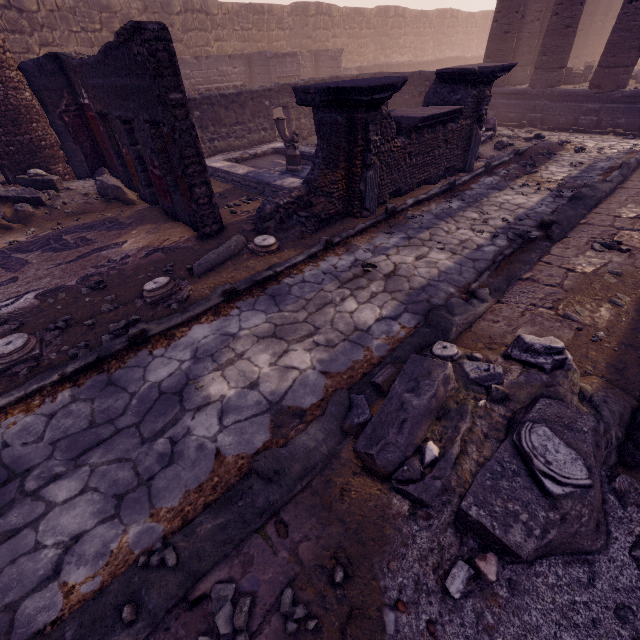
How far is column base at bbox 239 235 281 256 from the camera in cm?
521

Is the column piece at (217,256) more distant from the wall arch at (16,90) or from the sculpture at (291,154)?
the wall arch at (16,90)

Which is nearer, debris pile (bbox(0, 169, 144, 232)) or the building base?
debris pile (bbox(0, 169, 144, 232))

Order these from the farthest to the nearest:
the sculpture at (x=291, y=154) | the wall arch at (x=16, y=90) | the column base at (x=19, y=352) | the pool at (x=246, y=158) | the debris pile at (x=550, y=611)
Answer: the sculpture at (x=291, y=154) < the pool at (x=246, y=158) < the wall arch at (x=16, y=90) < the column base at (x=19, y=352) < the debris pile at (x=550, y=611)

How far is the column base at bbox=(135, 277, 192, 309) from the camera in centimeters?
433cm

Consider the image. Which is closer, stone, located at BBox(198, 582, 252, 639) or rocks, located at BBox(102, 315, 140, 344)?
stone, located at BBox(198, 582, 252, 639)

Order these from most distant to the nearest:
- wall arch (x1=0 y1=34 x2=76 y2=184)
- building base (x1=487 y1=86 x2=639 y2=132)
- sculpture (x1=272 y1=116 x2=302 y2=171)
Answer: building base (x1=487 y1=86 x2=639 y2=132), sculpture (x1=272 y1=116 x2=302 y2=171), wall arch (x1=0 y1=34 x2=76 y2=184)

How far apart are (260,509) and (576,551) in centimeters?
195cm
